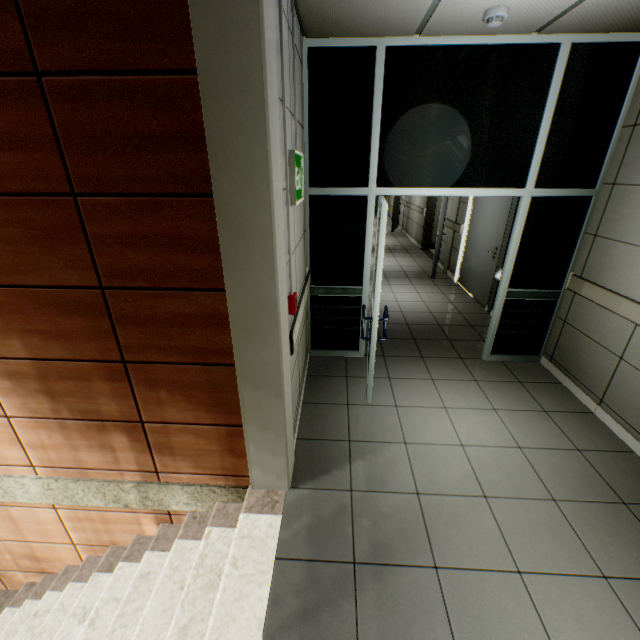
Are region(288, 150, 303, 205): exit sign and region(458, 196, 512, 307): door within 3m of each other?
no

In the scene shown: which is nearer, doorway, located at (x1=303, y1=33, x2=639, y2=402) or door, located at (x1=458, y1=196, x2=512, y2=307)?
doorway, located at (x1=303, y1=33, x2=639, y2=402)

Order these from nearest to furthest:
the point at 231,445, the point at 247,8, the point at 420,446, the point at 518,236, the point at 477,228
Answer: the point at 247,8
the point at 231,445
the point at 420,446
the point at 518,236
the point at 477,228

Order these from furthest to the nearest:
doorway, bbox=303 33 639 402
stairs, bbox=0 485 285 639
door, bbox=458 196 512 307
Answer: door, bbox=458 196 512 307, doorway, bbox=303 33 639 402, stairs, bbox=0 485 285 639

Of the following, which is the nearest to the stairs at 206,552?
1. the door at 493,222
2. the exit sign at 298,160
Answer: the exit sign at 298,160

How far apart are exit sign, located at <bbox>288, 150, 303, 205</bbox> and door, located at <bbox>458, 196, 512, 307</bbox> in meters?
3.7 m

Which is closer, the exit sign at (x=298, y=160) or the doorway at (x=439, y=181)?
the exit sign at (x=298, y=160)

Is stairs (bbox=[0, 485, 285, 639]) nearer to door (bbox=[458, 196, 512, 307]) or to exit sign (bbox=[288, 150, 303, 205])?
exit sign (bbox=[288, 150, 303, 205])
